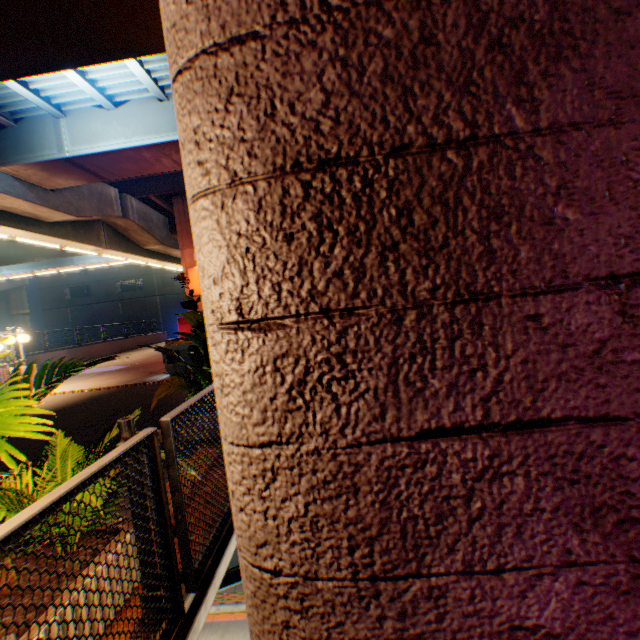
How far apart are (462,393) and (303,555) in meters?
0.7

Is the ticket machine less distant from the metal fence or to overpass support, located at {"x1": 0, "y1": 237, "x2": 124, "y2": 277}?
the metal fence

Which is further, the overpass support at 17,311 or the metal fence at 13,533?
the overpass support at 17,311

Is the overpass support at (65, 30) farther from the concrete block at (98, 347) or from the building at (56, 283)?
the building at (56, 283)

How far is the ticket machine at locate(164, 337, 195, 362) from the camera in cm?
1060

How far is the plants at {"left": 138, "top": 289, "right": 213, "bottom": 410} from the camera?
4.6 meters

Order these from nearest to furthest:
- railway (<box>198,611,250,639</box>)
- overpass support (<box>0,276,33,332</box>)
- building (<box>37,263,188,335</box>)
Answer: railway (<box>198,611,250,639</box>)
overpass support (<box>0,276,33,332</box>)
building (<box>37,263,188,335</box>)

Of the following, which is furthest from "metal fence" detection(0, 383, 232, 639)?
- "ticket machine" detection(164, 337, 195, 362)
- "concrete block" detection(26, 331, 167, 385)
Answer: "ticket machine" detection(164, 337, 195, 362)
